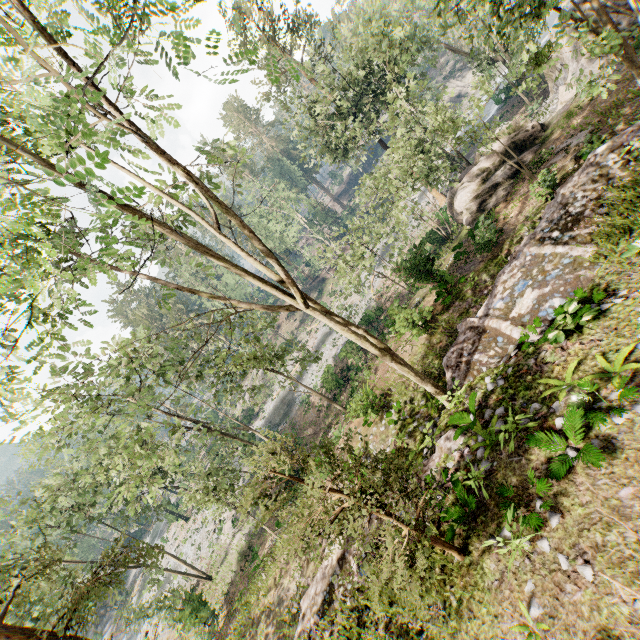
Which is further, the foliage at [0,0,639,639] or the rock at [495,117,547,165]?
the rock at [495,117,547,165]

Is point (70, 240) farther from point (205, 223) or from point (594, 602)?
point (594, 602)

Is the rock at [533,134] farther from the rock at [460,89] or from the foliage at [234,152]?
the rock at [460,89]

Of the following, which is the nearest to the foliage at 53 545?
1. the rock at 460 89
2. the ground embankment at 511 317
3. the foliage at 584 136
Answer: the ground embankment at 511 317

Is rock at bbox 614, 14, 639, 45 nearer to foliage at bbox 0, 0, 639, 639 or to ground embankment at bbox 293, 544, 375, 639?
foliage at bbox 0, 0, 639, 639

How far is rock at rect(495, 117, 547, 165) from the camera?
20.7m

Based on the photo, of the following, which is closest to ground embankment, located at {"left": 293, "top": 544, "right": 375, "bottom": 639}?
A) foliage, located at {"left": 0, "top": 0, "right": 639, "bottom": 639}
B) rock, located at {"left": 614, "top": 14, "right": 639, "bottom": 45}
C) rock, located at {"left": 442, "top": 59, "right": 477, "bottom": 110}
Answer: foliage, located at {"left": 0, "top": 0, "right": 639, "bottom": 639}

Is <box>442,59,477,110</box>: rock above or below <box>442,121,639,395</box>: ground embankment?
below
